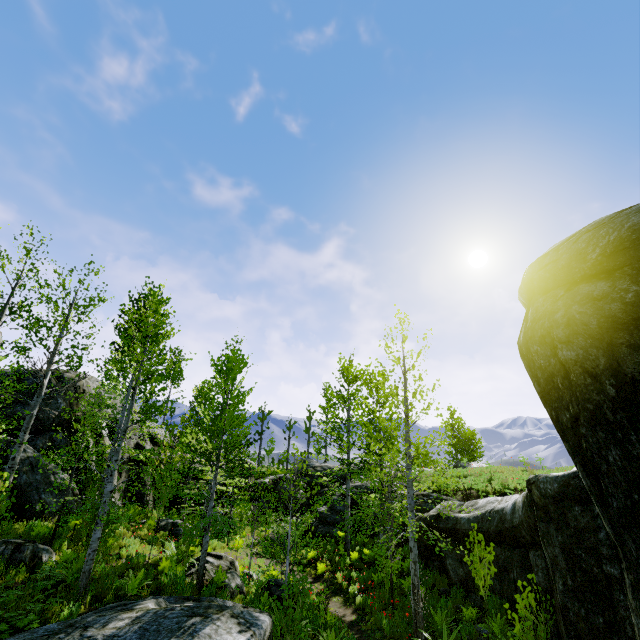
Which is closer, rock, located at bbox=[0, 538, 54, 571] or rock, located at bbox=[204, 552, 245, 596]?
rock, located at bbox=[0, 538, 54, 571]

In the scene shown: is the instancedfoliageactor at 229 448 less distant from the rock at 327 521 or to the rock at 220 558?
the rock at 220 558

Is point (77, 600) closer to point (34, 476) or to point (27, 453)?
point (34, 476)

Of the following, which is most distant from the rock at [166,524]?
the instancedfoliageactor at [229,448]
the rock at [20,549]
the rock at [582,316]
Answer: the rock at [20,549]

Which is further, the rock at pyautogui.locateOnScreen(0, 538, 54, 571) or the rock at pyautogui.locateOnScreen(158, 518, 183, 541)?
the rock at pyautogui.locateOnScreen(158, 518, 183, 541)

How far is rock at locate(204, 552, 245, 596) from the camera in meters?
10.9 m

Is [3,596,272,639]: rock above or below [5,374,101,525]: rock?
below

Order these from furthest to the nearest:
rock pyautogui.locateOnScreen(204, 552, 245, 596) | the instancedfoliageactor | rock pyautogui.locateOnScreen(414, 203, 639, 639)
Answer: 1. rock pyautogui.locateOnScreen(204, 552, 245, 596)
2. the instancedfoliageactor
3. rock pyautogui.locateOnScreen(414, 203, 639, 639)
